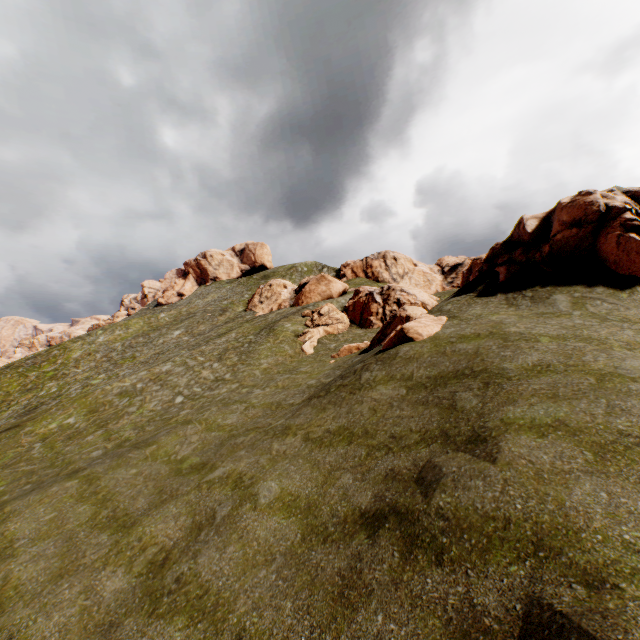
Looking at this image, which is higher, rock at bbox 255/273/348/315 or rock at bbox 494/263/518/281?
rock at bbox 255/273/348/315

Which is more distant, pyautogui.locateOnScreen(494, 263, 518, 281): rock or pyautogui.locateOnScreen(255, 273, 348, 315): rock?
pyautogui.locateOnScreen(255, 273, 348, 315): rock

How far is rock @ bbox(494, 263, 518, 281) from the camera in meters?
20.0

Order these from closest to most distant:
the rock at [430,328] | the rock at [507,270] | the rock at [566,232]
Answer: the rock at [566,232]
the rock at [430,328]
the rock at [507,270]

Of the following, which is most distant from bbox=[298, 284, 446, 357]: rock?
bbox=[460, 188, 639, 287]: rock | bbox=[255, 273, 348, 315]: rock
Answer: bbox=[255, 273, 348, 315]: rock

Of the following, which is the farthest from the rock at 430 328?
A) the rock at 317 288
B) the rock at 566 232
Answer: the rock at 317 288

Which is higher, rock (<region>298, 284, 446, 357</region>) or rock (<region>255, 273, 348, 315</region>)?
rock (<region>255, 273, 348, 315</region>)

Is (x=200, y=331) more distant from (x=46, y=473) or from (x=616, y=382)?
(x=616, y=382)
